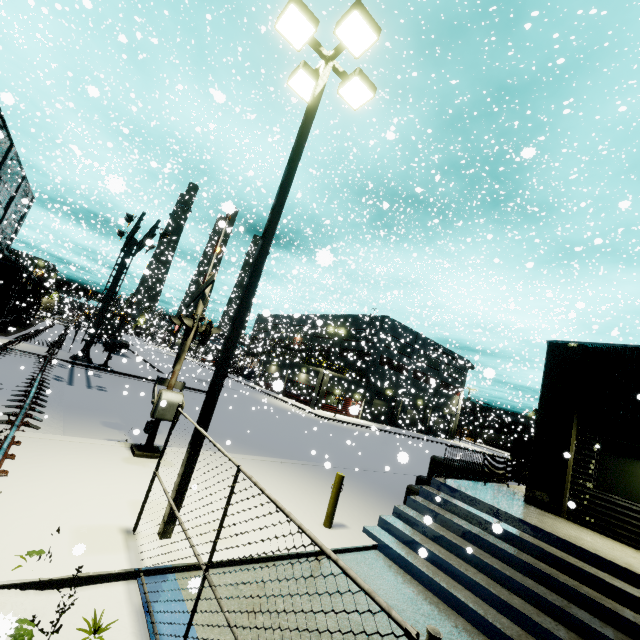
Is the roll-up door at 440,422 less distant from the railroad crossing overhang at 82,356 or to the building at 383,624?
the building at 383,624

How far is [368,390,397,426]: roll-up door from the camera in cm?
4525

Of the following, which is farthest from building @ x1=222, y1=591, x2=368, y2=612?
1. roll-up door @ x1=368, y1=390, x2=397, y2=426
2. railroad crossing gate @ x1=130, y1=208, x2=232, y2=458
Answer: railroad crossing gate @ x1=130, y1=208, x2=232, y2=458

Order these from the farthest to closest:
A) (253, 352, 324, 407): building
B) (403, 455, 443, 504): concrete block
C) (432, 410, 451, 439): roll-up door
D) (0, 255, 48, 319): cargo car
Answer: (432, 410, 451, 439): roll-up door, (253, 352, 324, 407): building, (0, 255, 48, 319): cargo car, (403, 455, 443, 504): concrete block

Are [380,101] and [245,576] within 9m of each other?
no

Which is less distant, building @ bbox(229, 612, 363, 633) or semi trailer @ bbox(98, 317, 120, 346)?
building @ bbox(229, 612, 363, 633)

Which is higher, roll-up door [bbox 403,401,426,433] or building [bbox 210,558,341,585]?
roll-up door [bbox 403,401,426,433]

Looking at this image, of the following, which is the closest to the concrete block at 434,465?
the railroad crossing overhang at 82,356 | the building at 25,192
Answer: the building at 25,192
